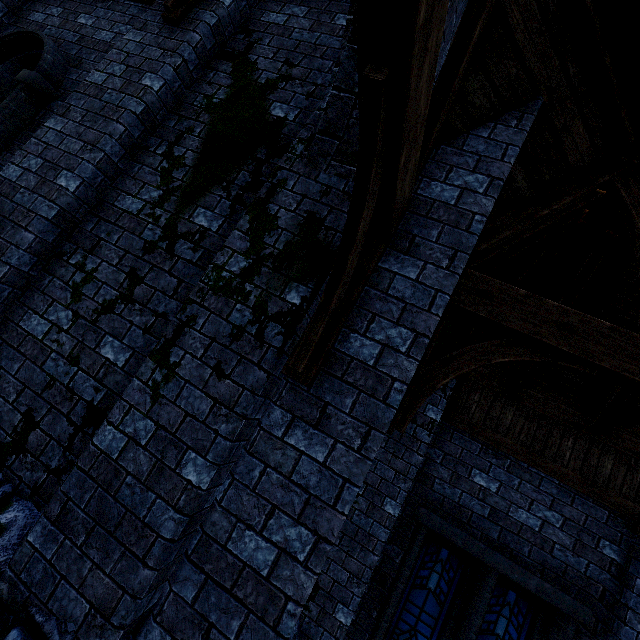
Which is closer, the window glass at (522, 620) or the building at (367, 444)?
the building at (367, 444)

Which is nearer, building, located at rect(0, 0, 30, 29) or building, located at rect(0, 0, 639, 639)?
building, located at rect(0, 0, 639, 639)

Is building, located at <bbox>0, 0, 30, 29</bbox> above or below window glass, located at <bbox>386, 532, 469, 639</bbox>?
above

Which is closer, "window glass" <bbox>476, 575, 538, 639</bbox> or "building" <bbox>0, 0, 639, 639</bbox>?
"building" <bbox>0, 0, 639, 639</bbox>

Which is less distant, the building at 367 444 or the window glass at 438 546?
the building at 367 444

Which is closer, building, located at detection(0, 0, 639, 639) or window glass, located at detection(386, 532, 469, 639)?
building, located at detection(0, 0, 639, 639)

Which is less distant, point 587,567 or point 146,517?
point 146,517

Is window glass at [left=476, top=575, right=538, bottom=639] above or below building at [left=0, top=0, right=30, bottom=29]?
below
